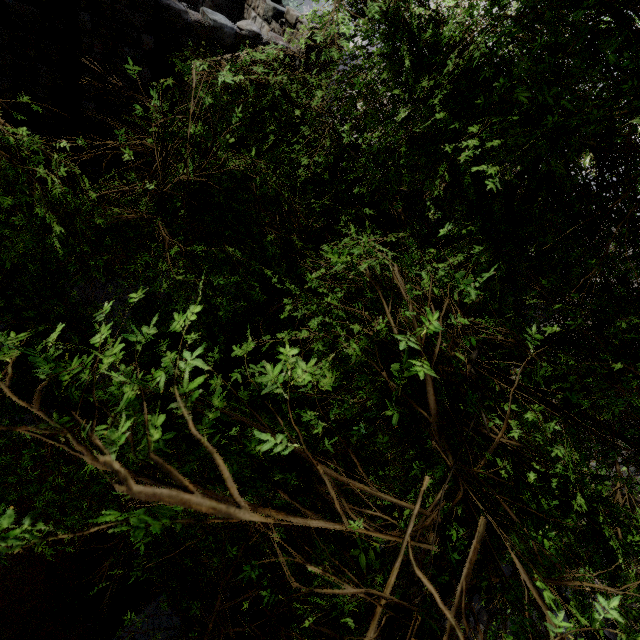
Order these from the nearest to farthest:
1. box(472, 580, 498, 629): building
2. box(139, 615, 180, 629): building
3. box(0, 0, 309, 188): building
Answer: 1. box(472, 580, 498, 629): building
2. box(139, 615, 180, 629): building
3. box(0, 0, 309, 188): building

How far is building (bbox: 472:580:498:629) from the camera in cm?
400

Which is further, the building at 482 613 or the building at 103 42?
the building at 103 42

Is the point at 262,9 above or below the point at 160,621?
above

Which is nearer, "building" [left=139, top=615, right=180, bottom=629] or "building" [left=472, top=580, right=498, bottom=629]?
"building" [left=472, top=580, right=498, bottom=629]
